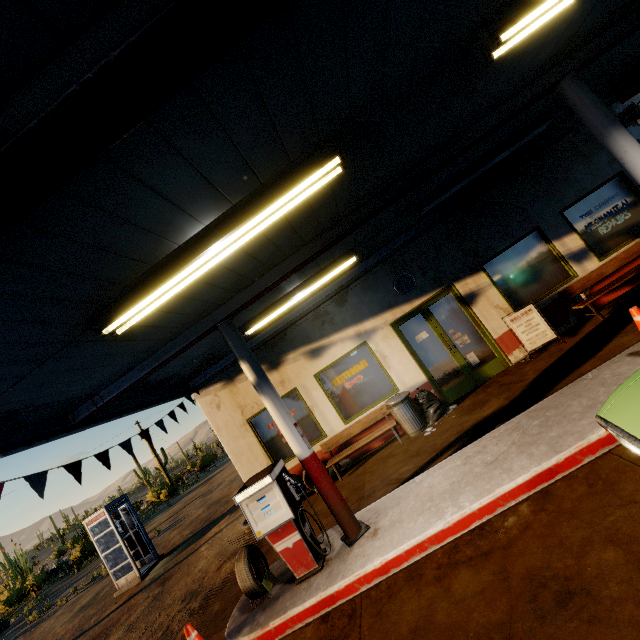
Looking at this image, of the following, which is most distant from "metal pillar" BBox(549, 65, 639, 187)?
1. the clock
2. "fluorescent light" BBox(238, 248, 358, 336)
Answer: the clock

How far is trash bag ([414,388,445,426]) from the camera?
7.7m

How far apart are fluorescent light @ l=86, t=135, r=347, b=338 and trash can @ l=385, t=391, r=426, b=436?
5.8 meters

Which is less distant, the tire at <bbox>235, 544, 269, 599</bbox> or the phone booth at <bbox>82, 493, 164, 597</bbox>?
the tire at <bbox>235, 544, 269, 599</bbox>

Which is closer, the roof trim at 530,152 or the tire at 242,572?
the tire at 242,572

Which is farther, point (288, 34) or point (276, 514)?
point (276, 514)

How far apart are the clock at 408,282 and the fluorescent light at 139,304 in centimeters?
560cm

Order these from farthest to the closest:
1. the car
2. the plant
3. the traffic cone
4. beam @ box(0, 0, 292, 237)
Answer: the plant → the traffic cone → the car → beam @ box(0, 0, 292, 237)
